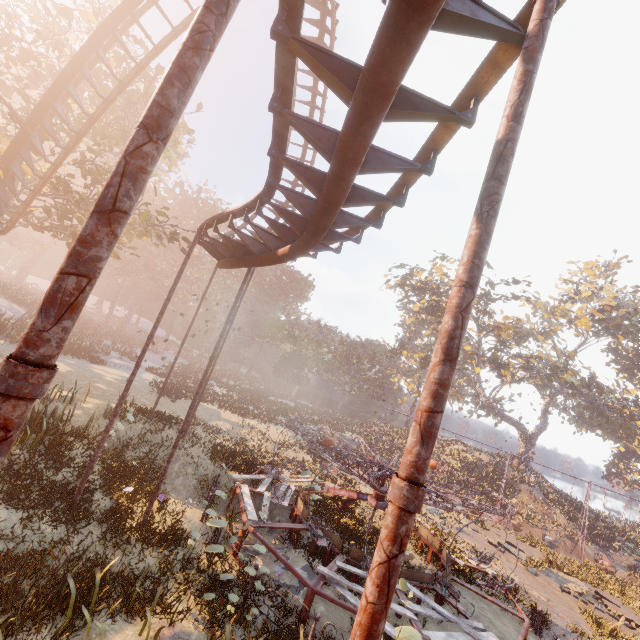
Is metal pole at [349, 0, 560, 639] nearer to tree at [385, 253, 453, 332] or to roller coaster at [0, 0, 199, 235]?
roller coaster at [0, 0, 199, 235]

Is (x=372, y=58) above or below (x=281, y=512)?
above

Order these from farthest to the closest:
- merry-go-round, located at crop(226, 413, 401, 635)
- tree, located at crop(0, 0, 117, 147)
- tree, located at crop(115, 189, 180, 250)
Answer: tree, located at crop(115, 189, 180, 250) < tree, located at crop(0, 0, 117, 147) < merry-go-round, located at crop(226, 413, 401, 635)

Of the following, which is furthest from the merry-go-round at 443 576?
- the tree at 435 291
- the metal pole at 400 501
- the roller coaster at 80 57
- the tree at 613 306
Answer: the tree at 435 291

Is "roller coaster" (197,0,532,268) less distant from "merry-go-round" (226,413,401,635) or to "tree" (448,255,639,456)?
"merry-go-round" (226,413,401,635)

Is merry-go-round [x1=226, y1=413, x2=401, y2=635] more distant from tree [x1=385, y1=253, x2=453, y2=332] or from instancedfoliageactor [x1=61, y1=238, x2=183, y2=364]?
tree [x1=385, y1=253, x2=453, y2=332]

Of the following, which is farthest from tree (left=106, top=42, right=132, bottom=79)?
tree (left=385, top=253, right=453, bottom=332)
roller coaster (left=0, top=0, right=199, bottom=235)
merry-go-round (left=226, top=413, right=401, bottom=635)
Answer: tree (left=385, top=253, right=453, bottom=332)

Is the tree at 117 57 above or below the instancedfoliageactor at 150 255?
above
